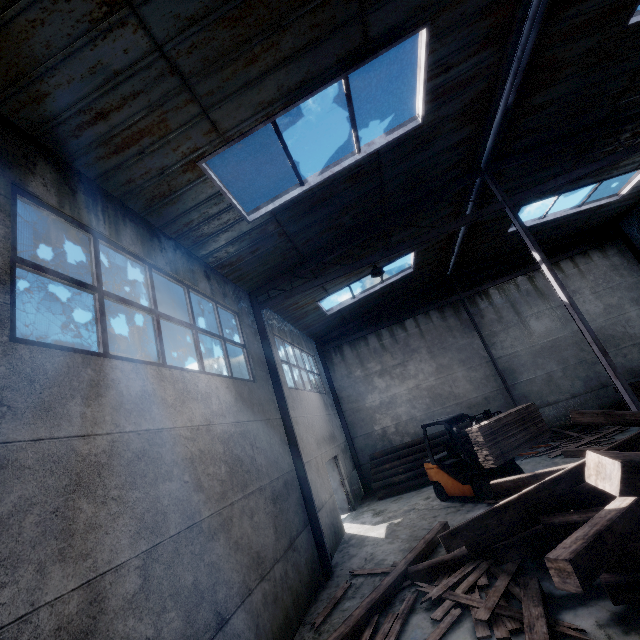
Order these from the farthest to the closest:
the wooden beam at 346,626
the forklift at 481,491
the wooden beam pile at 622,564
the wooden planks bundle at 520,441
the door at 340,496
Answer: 1. the door at 340,496
2. the forklift at 481,491
3. the wooden planks bundle at 520,441
4. the wooden beam at 346,626
5. the wooden beam pile at 622,564

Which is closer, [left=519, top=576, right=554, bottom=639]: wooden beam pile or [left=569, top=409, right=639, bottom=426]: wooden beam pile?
[left=519, top=576, right=554, bottom=639]: wooden beam pile

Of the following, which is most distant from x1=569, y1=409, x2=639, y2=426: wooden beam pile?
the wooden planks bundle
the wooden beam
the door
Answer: the door

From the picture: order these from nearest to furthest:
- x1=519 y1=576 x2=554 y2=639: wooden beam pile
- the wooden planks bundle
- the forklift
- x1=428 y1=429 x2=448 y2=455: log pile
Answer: x1=519 y1=576 x2=554 y2=639: wooden beam pile, the wooden planks bundle, the forklift, x1=428 y1=429 x2=448 y2=455: log pile

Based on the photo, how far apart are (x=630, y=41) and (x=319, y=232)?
7.70m

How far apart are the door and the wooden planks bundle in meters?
6.6

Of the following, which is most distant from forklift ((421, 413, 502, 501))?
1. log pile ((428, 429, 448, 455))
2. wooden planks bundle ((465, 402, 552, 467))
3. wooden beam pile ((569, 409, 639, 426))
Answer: wooden beam pile ((569, 409, 639, 426))

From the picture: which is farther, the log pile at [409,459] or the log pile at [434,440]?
the log pile at [434,440]
